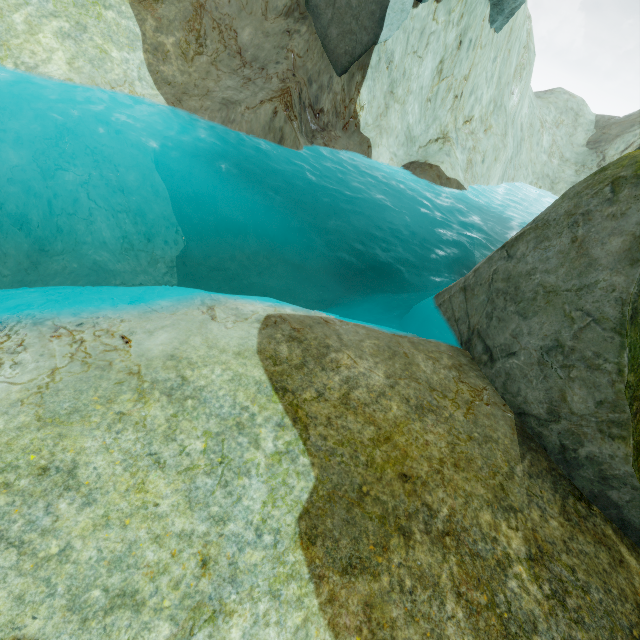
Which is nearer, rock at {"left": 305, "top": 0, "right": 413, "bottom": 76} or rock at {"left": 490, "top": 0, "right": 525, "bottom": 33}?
rock at {"left": 305, "top": 0, "right": 413, "bottom": 76}

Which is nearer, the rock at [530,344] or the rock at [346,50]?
the rock at [530,344]

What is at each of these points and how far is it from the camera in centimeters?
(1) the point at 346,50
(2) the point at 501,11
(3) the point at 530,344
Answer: (1) rock, 1579cm
(2) rock, 1781cm
(3) rock, 655cm

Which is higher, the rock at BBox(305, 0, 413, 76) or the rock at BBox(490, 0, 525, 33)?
the rock at BBox(490, 0, 525, 33)

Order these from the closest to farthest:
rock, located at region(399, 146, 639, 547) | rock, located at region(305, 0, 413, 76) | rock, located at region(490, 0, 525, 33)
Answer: rock, located at region(399, 146, 639, 547), rock, located at region(305, 0, 413, 76), rock, located at region(490, 0, 525, 33)
